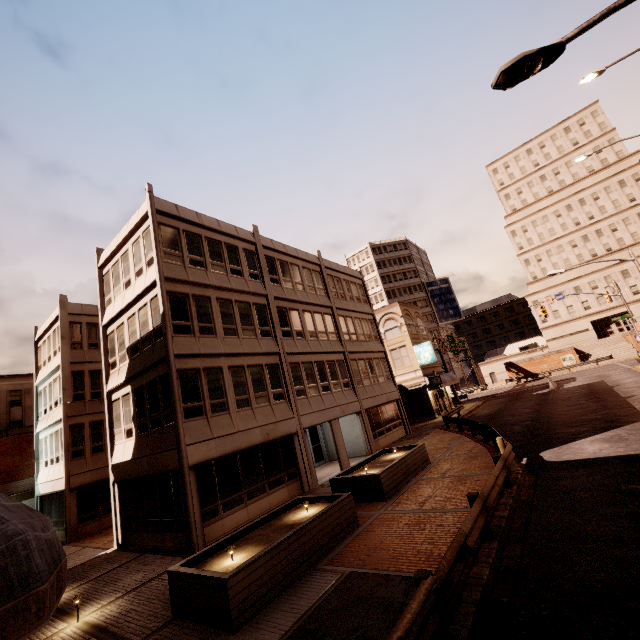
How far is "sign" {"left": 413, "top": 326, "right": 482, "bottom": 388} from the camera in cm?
3481

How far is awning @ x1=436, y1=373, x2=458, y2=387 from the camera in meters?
34.8 m

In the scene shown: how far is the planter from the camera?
6.9 meters

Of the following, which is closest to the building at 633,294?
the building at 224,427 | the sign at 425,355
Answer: the sign at 425,355

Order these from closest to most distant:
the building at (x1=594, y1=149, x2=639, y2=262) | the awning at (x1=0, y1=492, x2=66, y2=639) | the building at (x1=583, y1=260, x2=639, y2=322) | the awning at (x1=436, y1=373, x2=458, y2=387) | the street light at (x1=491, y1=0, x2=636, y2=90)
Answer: the awning at (x1=0, y1=492, x2=66, y2=639) < the street light at (x1=491, y1=0, x2=636, y2=90) < the awning at (x1=436, y1=373, x2=458, y2=387) < the building at (x1=583, y1=260, x2=639, y2=322) < the building at (x1=594, y1=149, x2=639, y2=262)

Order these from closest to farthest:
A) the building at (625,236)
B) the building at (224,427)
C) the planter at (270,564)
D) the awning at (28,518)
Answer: the awning at (28,518) < the planter at (270,564) < the building at (224,427) < the building at (625,236)

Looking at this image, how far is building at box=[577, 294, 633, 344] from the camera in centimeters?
5688cm

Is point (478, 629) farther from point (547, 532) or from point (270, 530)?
point (270, 530)
